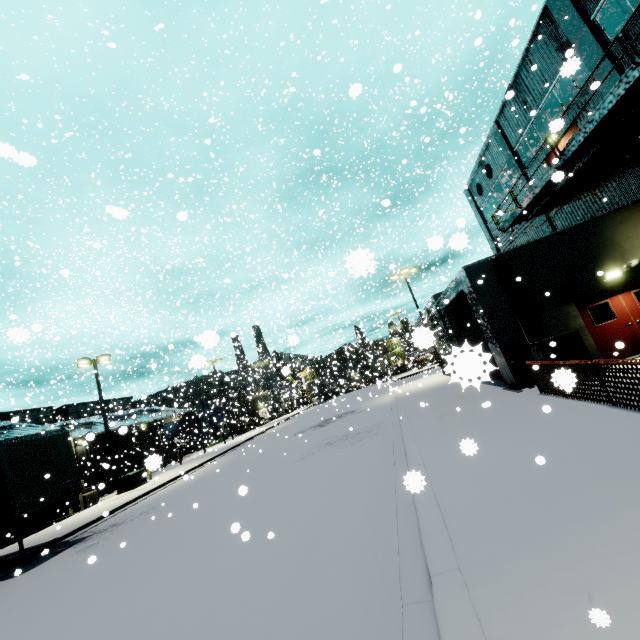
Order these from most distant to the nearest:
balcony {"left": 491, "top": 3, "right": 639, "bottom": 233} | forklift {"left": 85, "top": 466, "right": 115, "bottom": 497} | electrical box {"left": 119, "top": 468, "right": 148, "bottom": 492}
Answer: electrical box {"left": 119, "top": 468, "right": 148, "bottom": 492}
forklift {"left": 85, "top": 466, "right": 115, "bottom": 497}
balcony {"left": 491, "top": 3, "right": 639, "bottom": 233}

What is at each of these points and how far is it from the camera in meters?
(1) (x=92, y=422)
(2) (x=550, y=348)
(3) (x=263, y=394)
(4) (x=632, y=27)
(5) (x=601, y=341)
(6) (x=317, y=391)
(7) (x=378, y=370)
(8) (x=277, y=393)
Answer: (1) building, 36.4
(2) electrical box, 10.6
(3) building, 54.8
(4) building, 11.4
(5) door, 11.4
(6) semi trailer, 52.3
(7) semi trailer, 56.5
(8) building, 57.4

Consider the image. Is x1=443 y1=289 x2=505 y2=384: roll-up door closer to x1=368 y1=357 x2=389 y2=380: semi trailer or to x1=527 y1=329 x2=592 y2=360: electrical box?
x1=368 y1=357 x2=389 y2=380: semi trailer

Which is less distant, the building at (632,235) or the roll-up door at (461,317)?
the roll-up door at (461,317)

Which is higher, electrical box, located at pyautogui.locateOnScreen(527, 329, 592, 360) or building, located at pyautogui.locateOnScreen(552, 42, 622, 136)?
building, located at pyautogui.locateOnScreen(552, 42, 622, 136)

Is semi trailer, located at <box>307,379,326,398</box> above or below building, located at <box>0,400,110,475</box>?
below

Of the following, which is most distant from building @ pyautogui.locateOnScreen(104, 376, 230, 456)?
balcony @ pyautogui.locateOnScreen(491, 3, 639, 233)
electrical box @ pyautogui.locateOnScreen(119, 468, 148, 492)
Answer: electrical box @ pyautogui.locateOnScreen(119, 468, 148, 492)

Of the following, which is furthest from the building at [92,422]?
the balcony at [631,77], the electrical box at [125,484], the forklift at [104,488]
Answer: the electrical box at [125,484]
